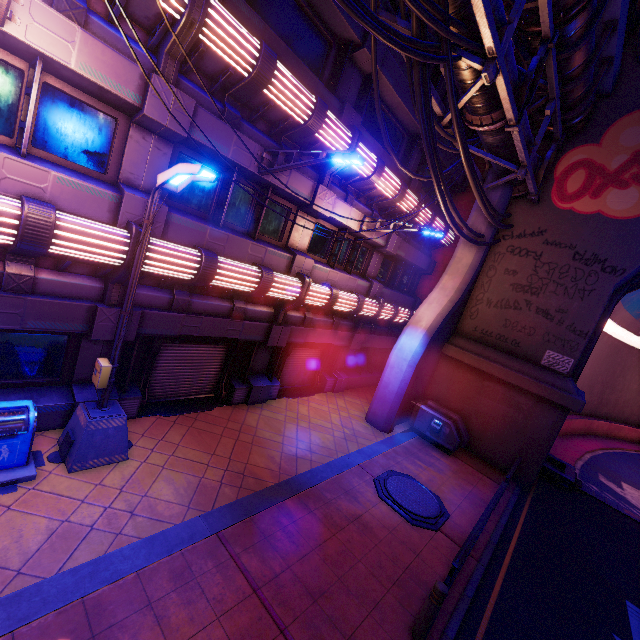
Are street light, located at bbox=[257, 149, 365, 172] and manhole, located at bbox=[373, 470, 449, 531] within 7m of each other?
no

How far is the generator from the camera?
12.7 meters

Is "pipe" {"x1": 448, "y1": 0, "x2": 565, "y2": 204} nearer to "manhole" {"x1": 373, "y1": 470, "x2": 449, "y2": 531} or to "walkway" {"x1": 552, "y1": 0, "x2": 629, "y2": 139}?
"walkway" {"x1": 552, "y1": 0, "x2": 629, "y2": 139}

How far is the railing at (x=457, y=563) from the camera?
A: 5.6 meters

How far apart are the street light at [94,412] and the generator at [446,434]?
10.37m

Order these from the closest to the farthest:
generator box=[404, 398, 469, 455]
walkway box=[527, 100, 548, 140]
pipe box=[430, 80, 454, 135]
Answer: pipe box=[430, 80, 454, 135] → walkway box=[527, 100, 548, 140] → generator box=[404, 398, 469, 455]

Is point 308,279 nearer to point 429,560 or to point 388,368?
point 388,368

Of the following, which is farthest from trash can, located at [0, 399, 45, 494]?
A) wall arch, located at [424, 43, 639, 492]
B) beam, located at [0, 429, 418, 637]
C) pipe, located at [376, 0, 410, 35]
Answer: wall arch, located at [424, 43, 639, 492]
